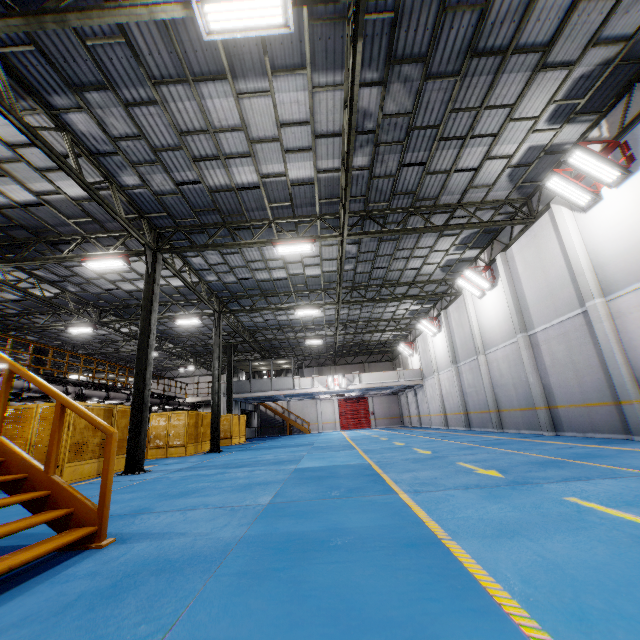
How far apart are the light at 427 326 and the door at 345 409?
18.3m

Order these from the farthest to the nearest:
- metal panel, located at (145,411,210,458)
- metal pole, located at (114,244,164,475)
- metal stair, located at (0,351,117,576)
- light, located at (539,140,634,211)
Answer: metal panel, located at (145,411,210,458) → metal pole, located at (114,244,164,475) → light, located at (539,140,634,211) → metal stair, located at (0,351,117,576)

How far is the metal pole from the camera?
10.37m

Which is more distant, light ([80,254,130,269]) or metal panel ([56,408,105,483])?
light ([80,254,130,269])

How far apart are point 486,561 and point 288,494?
3.66m

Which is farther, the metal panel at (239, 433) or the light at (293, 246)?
the metal panel at (239, 433)

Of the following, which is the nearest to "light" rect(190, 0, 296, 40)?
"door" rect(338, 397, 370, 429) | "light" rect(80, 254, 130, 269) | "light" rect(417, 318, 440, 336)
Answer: "light" rect(80, 254, 130, 269)

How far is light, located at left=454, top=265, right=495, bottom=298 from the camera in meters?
16.0 m
